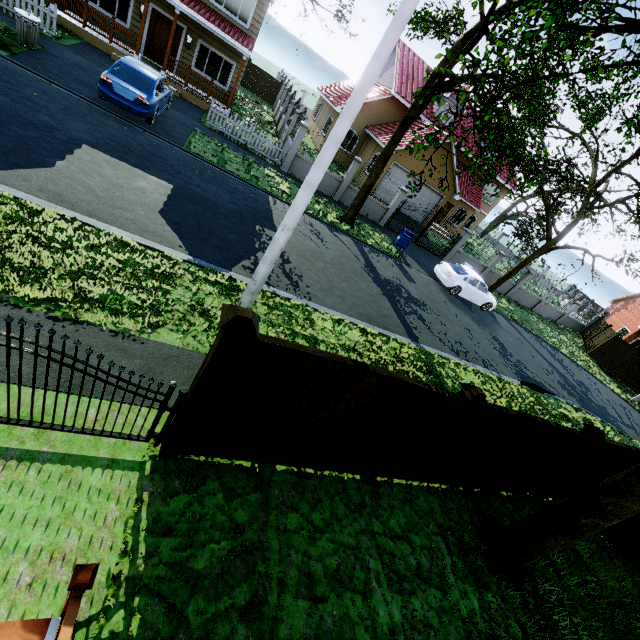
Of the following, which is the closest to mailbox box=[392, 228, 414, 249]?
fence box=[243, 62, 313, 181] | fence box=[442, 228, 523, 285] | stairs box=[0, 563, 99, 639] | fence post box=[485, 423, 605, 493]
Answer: fence box=[243, 62, 313, 181]

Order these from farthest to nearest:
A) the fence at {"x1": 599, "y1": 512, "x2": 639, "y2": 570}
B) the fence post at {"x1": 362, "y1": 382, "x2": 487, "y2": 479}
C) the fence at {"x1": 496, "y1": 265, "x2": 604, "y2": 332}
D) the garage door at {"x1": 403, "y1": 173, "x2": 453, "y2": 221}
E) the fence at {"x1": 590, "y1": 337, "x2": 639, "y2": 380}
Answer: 1. the fence at {"x1": 496, "y1": 265, "x2": 604, "y2": 332}
2. the fence at {"x1": 590, "y1": 337, "x2": 639, "y2": 380}
3. the garage door at {"x1": 403, "y1": 173, "x2": 453, "y2": 221}
4. the fence at {"x1": 599, "y1": 512, "x2": 639, "y2": 570}
5. the fence post at {"x1": 362, "y1": 382, "x2": 487, "y2": 479}

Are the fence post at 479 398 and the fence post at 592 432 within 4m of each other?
yes

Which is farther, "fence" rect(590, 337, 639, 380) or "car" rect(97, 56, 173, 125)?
"fence" rect(590, 337, 639, 380)

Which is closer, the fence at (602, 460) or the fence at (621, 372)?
the fence at (602, 460)

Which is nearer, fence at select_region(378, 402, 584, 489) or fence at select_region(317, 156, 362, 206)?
fence at select_region(378, 402, 584, 489)

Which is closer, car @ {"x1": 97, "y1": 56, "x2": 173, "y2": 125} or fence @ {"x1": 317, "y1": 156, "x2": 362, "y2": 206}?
car @ {"x1": 97, "y1": 56, "x2": 173, "y2": 125}

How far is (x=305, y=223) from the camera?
13.5 meters
